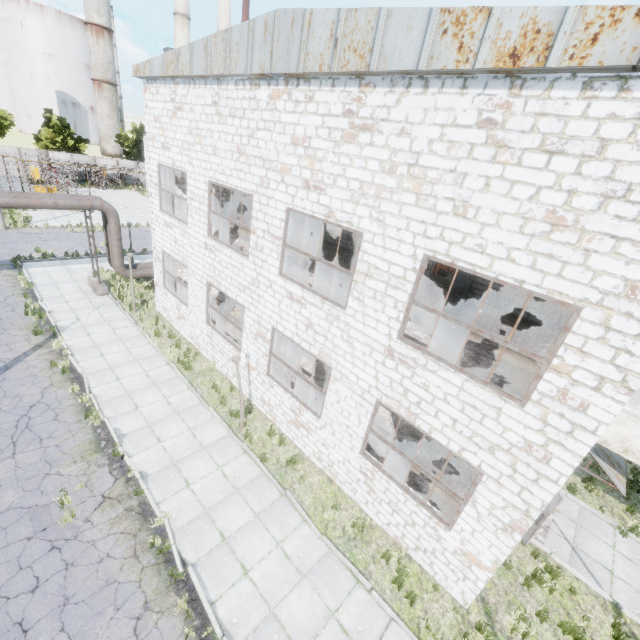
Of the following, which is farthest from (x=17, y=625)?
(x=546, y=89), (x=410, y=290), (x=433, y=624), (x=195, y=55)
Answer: (x=195, y=55)

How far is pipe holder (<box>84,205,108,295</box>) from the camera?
17.4m

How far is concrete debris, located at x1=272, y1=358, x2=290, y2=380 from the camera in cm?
1434

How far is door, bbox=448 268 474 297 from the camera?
14.8 meters

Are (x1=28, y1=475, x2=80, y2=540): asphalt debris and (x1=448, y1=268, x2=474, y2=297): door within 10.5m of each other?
no

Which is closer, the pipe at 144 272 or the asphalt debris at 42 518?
the asphalt debris at 42 518

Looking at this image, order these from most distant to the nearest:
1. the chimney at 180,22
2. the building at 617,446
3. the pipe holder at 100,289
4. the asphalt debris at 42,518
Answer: the chimney at 180,22
the pipe holder at 100,289
the asphalt debris at 42,518
the building at 617,446

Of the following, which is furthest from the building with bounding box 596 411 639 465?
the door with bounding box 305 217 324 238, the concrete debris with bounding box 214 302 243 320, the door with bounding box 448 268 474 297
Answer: the door with bounding box 305 217 324 238
